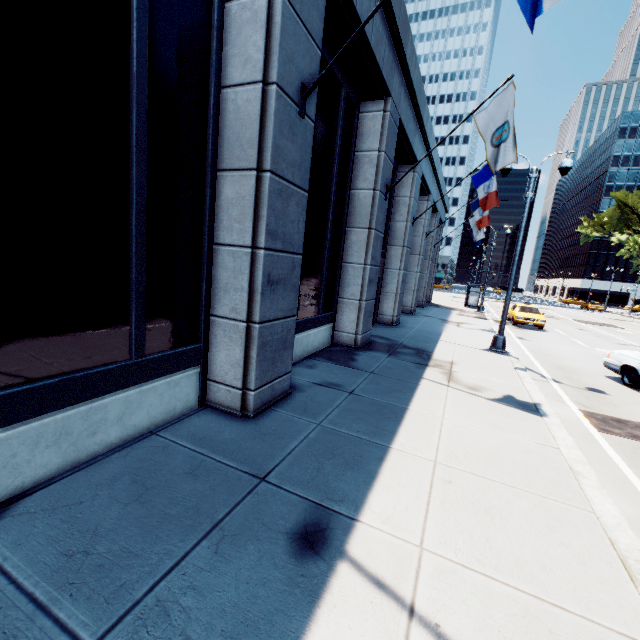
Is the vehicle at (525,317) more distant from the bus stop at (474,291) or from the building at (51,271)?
the building at (51,271)

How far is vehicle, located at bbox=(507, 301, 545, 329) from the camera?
21.4m

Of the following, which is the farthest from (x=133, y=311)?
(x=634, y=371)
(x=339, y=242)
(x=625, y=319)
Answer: (x=625, y=319)

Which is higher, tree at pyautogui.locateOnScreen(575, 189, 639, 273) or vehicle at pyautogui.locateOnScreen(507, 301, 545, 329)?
tree at pyautogui.locateOnScreen(575, 189, 639, 273)

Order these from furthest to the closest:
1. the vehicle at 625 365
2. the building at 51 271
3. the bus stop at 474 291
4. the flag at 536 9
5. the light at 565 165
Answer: the bus stop at 474 291
the light at 565 165
the vehicle at 625 365
the flag at 536 9
the building at 51 271

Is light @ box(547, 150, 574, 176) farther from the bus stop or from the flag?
the bus stop

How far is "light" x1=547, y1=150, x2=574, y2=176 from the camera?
11.2 meters
